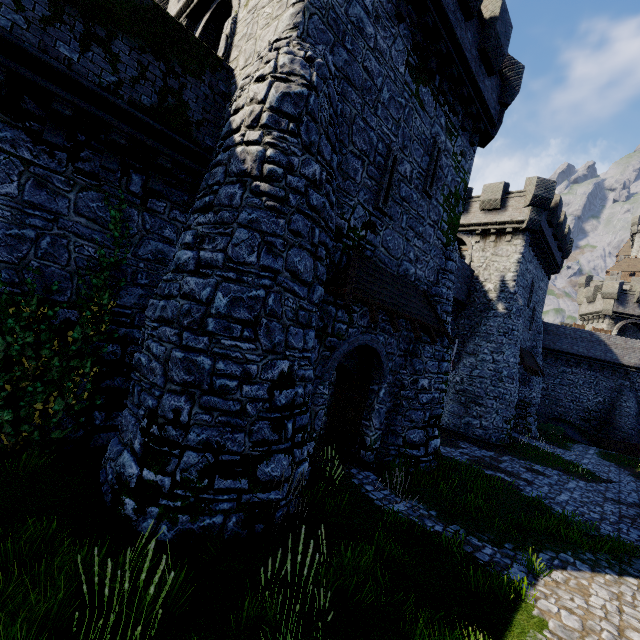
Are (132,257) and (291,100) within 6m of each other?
yes

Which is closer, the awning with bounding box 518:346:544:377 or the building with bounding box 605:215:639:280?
the awning with bounding box 518:346:544:377

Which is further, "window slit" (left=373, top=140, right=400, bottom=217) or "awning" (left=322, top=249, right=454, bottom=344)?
"window slit" (left=373, top=140, right=400, bottom=217)

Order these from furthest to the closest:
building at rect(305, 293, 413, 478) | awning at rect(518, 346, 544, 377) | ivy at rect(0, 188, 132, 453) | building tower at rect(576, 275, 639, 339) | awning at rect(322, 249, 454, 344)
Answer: building tower at rect(576, 275, 639, 339) < awning at rect(518, 346, 544, 377) < building at rect(305, 293, 413, 478) < awning at rect(322, 249, 454, 344) < ivy at rect(0, 188, 132, 453)

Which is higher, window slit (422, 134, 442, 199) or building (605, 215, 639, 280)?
building (605, 215, 639, 280)

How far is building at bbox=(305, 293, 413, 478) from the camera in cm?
862

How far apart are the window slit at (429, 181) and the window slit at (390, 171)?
1.56m

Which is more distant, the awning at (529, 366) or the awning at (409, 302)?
the awning at (529, 366)
